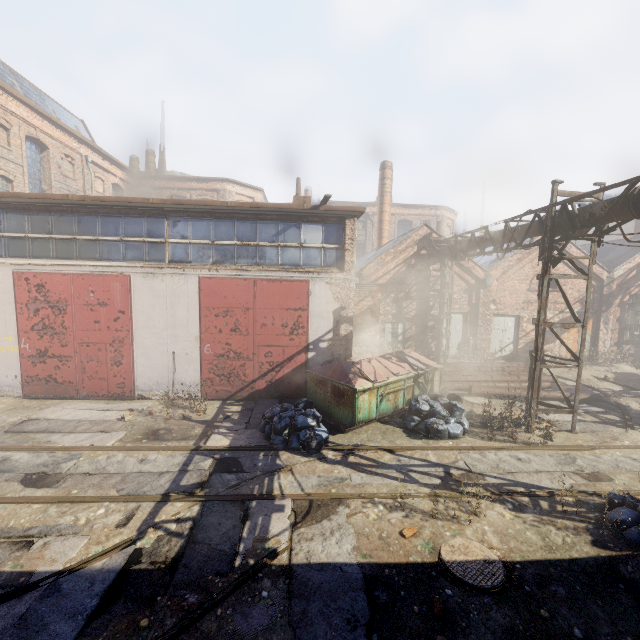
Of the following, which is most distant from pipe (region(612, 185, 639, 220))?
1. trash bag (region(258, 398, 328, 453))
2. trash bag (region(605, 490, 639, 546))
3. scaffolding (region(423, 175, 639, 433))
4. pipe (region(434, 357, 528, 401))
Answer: trash bag (region(258, 398, 328, 453))

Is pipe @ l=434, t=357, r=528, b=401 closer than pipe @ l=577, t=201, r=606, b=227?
No

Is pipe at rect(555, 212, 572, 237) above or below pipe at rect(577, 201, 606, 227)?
below

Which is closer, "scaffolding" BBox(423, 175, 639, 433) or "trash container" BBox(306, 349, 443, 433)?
"scaffolding" BBox(423, 175, 639, 433)

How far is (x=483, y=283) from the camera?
17.2m

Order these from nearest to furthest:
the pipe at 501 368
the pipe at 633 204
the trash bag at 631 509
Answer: the trash bag at 631 509, the pipe at 633 204, the pipe at 501 368

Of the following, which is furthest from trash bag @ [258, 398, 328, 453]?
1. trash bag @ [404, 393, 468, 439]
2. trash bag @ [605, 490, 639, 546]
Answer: trash bag @ [605, 490, 639, 546]

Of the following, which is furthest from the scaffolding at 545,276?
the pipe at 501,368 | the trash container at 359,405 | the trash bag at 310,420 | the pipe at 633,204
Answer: the trash bag at 310,420
